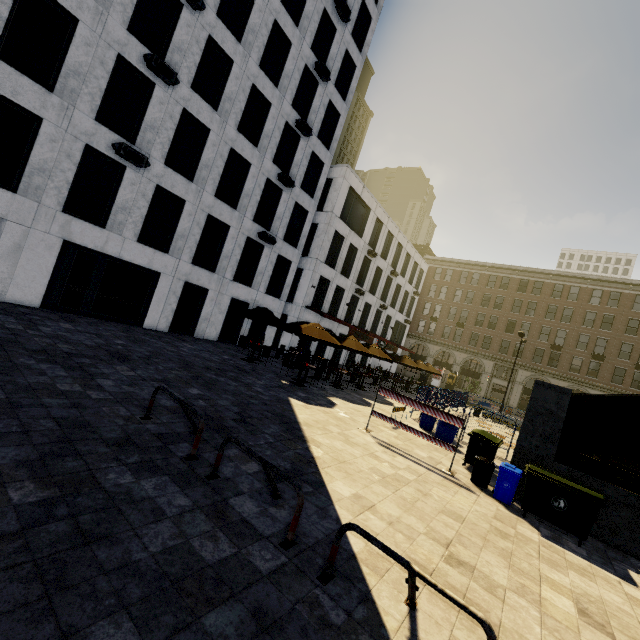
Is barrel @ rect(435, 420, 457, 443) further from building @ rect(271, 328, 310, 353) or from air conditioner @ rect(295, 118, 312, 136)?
air conditioner @ rect(295, 118, 312, 136)

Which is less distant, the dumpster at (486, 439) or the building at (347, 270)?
the dumpster at (486, 439)

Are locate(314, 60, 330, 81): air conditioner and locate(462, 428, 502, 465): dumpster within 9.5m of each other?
no

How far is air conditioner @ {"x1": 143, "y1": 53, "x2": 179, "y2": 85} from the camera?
13.4m

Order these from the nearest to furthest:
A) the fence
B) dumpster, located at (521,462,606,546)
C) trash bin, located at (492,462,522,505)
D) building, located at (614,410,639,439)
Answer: dumpster, located at (521,462,606,546)
trash bin, located at (492,462,522,505)
the fence
building, located at (614,410,639,439)

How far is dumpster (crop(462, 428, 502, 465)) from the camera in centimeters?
963cm

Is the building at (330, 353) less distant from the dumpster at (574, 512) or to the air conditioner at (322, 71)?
the air conditioner at (322, 71)

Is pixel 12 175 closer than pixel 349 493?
No
